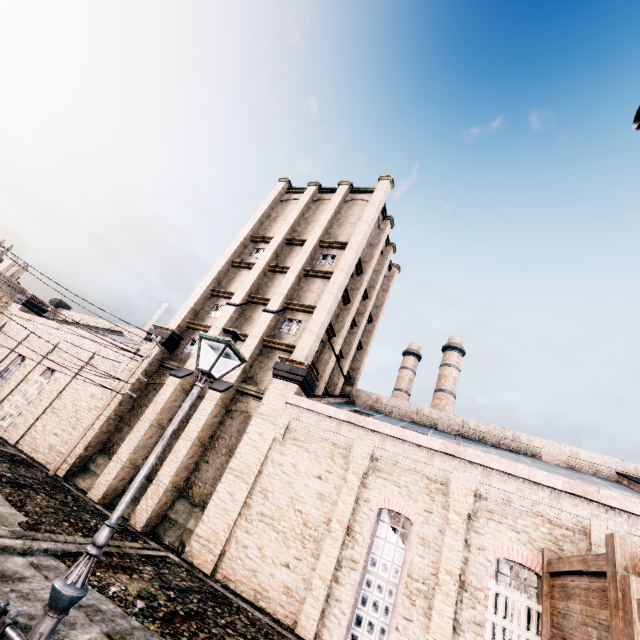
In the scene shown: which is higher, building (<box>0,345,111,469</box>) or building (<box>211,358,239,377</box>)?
building (<box>211,358,239,377</box>)

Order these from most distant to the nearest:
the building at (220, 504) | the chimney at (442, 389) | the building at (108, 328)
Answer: the chimney at (442, 389) → the building at (108, 328) → the building at (220, 504)

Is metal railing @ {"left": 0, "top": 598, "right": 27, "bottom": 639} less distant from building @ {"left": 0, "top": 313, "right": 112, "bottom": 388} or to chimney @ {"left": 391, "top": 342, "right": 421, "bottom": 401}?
building @ {"left": 0, "top": 313, "right": 112, "bottom": 388}

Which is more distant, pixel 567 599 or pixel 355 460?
pixel 355 460

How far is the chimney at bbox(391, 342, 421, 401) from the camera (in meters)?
42.94

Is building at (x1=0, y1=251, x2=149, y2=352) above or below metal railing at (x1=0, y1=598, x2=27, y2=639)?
above

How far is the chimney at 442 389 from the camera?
40.2m

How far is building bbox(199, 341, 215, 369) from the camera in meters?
20.8
